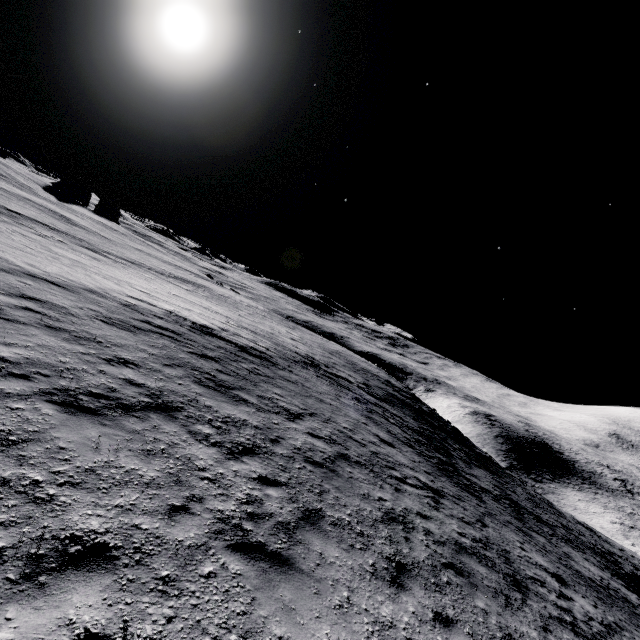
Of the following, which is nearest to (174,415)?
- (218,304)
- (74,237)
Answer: (218,304)
